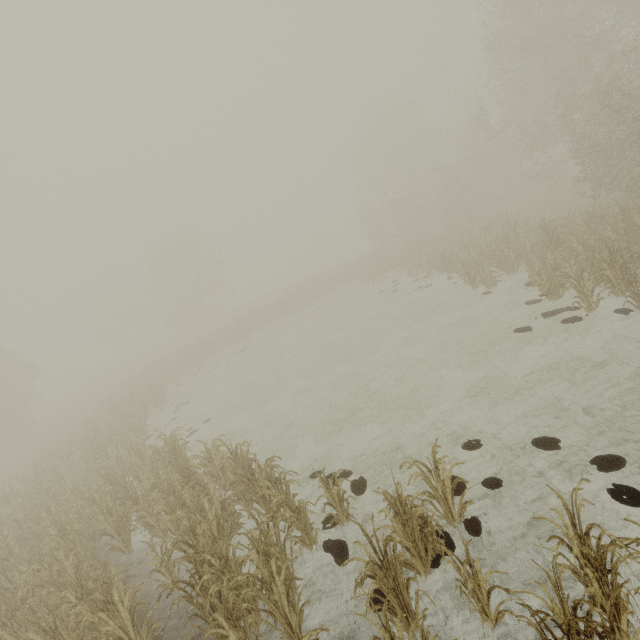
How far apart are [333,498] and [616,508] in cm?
473

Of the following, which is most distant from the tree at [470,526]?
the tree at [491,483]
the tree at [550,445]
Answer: the tree at [550,445]

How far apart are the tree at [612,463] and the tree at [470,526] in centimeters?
223cm

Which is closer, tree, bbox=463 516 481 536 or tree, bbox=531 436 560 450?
tree, bbox=463 516 481 536

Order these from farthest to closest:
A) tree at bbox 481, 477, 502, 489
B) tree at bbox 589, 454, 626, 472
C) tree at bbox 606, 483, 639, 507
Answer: tree at bbox 481, 477, 502, 489
tree at bbox 589, 454, 626, 472
tree at bbox 606, 483, 639, 507

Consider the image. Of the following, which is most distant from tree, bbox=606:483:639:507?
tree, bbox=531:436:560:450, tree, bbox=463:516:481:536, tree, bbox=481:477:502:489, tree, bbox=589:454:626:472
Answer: tree, bbox=463:516:481:536

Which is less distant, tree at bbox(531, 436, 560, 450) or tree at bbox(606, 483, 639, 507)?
tree at bbox(606, 483, 639, 507)

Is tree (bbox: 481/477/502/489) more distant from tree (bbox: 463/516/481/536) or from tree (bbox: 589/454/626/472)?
tree (bbox: 589/454/626/472)
